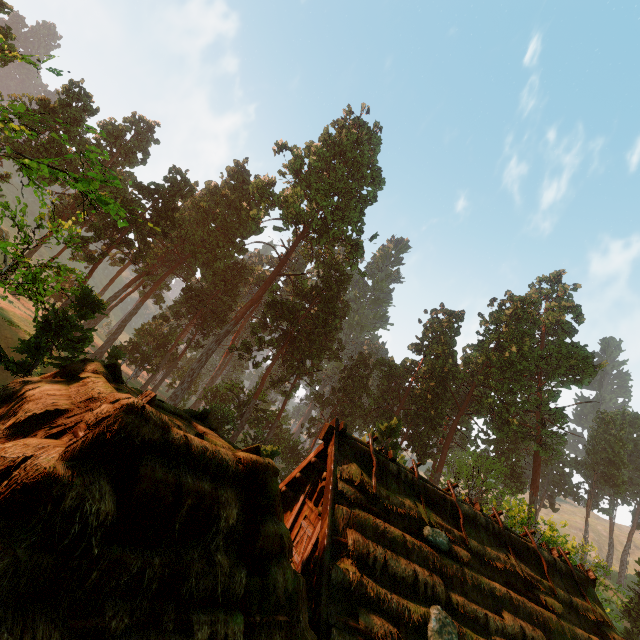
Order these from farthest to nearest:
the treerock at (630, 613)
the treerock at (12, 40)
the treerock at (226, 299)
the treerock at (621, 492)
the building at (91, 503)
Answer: the treerock at (621, 492) < the treerock at (630, 613) < the treerock at (226, 299) < the treerock at (12, 40) < the building at (91, 503)

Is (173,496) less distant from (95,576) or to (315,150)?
(95,576)

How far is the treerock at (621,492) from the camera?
58.41m

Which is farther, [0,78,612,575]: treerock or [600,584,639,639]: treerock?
[600,584,639,639]: treerock

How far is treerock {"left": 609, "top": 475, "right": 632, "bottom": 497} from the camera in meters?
58.4

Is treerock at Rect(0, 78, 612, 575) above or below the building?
above
